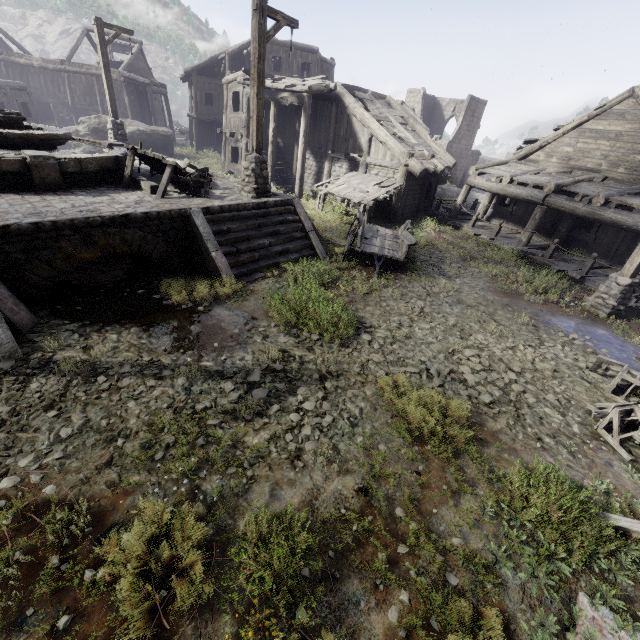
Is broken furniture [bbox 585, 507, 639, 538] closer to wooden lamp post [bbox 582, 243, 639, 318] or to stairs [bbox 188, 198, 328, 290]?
wooden lamp post [bbox 582, 243, 639, 318]

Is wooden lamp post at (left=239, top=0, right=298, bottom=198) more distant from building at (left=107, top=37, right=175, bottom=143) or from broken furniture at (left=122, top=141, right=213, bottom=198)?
building at (left=107, top=37, right=175, bottom=143)

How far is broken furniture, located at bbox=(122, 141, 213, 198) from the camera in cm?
898

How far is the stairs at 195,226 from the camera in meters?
8.1

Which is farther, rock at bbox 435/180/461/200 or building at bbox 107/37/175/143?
building at bbox 107/37/175/143

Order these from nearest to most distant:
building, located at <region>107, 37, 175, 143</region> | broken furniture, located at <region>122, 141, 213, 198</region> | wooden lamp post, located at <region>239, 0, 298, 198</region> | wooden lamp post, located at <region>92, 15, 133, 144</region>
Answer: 1. wooden lamp post, located at <region>239, 0, 298, 198</region>
2. broken furniture, located at <region>122, 141, 213, 198</region>
3. wooden lamp post, located at <region>92, 15, 133, 144</region>
4. building, located at <region>107, 37, 175, 143</region>

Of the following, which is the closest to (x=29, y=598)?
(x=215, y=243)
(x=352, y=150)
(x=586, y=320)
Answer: (x=215, y=243)

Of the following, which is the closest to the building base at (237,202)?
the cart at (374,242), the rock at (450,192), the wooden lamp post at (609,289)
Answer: the cart at (374,242)
